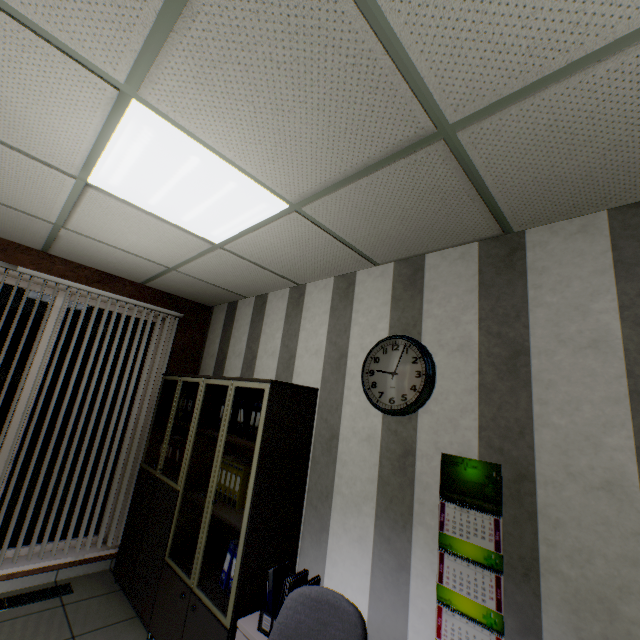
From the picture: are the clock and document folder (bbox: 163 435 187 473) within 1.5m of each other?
no

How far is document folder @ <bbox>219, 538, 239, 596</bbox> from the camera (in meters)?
2.44

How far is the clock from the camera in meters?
2.1 m

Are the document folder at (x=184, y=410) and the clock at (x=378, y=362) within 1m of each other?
no

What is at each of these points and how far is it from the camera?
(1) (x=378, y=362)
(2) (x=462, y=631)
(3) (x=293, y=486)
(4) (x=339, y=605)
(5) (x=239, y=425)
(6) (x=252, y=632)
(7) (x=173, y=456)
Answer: (1) clock, 2.4 meters
(2) calendar, 1.7 meters
(3) cabinet, 2.5 meters
(4) chair, 1.5 meters
(5) document folder, 3.0 meters
(6) nightstand, 1.9 meters
(7) document folder, 3.7 meters

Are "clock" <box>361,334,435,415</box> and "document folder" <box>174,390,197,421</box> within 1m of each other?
no

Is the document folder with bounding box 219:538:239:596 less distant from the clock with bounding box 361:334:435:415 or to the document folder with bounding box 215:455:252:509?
the document folder with bounding box 215:455:252:509

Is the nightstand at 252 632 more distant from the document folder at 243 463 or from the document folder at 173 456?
the document folder at 173 456
